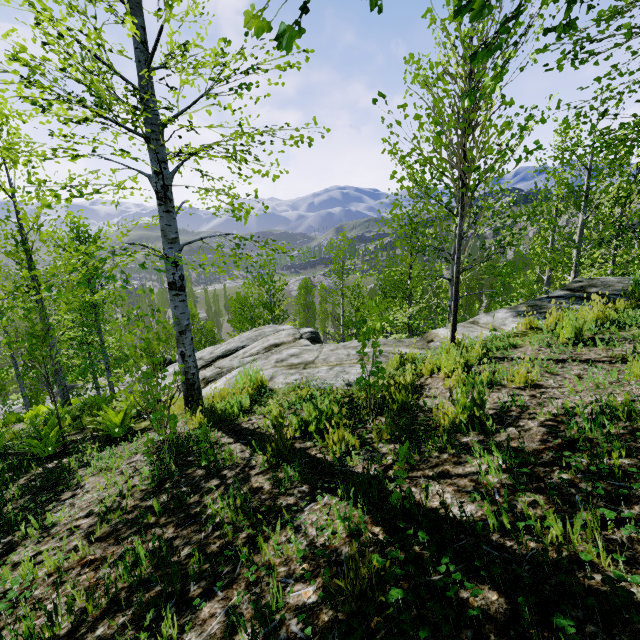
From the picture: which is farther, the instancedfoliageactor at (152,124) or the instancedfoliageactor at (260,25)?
the instancedfoliageactor at (152,124)

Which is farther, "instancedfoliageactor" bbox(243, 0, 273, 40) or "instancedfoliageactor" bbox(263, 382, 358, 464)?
"instancedfoliageactor" bbox(263, 382, 358, 464)

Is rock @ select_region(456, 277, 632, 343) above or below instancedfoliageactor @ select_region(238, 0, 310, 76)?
below

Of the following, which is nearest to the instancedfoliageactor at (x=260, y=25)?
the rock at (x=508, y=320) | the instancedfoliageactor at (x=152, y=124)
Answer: the rock at (x=508, y=320)

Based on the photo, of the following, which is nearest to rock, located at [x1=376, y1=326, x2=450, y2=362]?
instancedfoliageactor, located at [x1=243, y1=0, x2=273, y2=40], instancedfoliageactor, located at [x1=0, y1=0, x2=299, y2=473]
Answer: instancedfoliageactor, located at [x1=0, y1=0, x2=299, y2=473]

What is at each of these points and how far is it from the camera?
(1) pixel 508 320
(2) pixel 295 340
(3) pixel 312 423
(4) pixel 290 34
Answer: (1) rock, 6.5m
(2) rock, 10.4m
(3) instancedfoliageactor, 3.5m
(4) instancedfoliageactor, 1.0m

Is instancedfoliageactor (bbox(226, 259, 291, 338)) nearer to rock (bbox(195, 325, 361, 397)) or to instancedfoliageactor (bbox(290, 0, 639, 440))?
rock (bbox(195, 325, 361, 397))

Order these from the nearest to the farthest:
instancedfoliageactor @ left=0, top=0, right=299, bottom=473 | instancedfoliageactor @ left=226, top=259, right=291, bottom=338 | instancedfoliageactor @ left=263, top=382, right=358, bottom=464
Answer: instancedfoliageactor @ left=263, top=382, right=358, bottom=464
instancedfoliageactor @ left=0, top=0, right=299, bottom=473
instancedfoliageactor @ left=226, top=259, right=291, bottom=338
